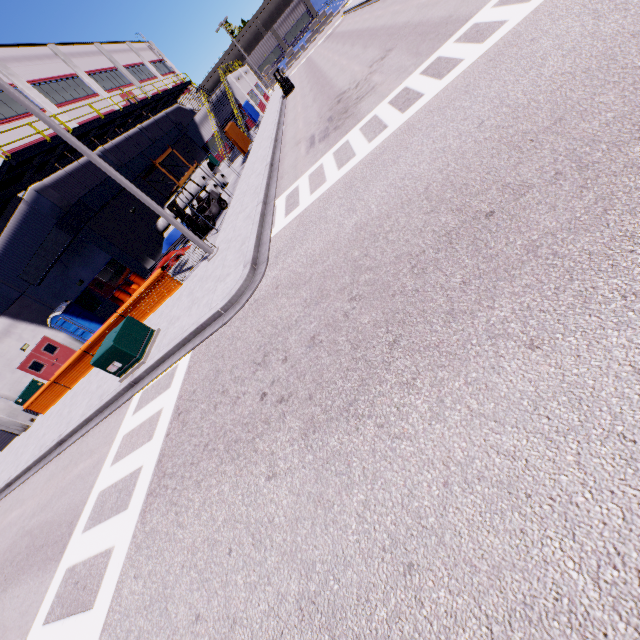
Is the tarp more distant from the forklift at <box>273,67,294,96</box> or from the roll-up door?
the roll-up door

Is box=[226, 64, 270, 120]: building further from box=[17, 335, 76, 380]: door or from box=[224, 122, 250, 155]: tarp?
box=[224, 122, 250, 155]: tarp

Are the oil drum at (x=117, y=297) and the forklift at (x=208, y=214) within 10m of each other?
yes

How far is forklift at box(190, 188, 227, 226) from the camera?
16.3 meters

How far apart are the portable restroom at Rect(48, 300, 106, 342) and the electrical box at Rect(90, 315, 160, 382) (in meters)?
14.15

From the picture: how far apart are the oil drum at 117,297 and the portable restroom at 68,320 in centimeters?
309cm

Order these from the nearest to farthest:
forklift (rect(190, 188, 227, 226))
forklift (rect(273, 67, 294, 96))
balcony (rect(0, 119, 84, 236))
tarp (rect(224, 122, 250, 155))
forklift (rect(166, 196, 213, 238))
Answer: balcony (rect(0, 119, 84, 236)), forklift (rect(166, 196, 213, 238)), forklift (rect(190, 188, 227, 226)), tarp (rect(224, 122, 250, 155)), forklift (rect(273, 67, 294, 96))

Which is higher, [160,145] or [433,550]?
[160,145]
